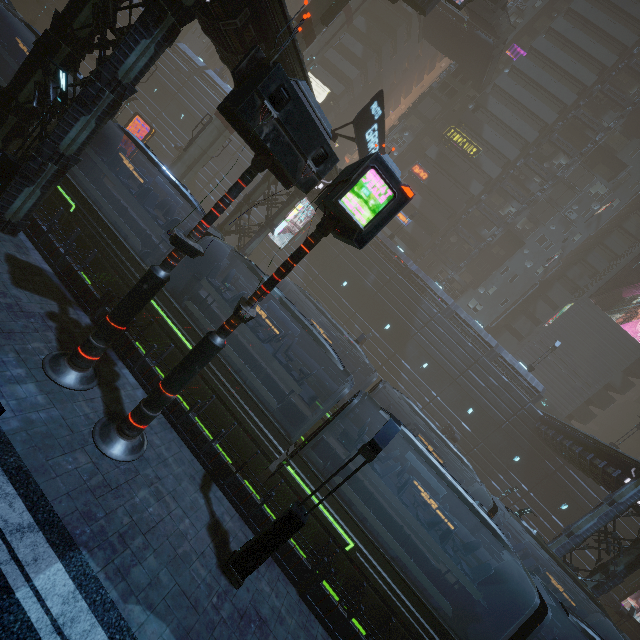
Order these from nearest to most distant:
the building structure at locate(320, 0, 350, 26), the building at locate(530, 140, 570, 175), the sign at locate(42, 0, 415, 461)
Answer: the sign at locate(42, 0, 415, 461), the building structure at locate(320, 0, 350, 26), the building at locate(530, 140, 570, 175)

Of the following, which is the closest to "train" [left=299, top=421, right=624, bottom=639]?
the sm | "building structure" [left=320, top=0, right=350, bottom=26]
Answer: the sm

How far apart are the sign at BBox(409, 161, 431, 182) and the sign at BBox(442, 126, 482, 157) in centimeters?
428cm

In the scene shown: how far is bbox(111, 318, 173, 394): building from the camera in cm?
1054

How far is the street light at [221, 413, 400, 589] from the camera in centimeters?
755cm

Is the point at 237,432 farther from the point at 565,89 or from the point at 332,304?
the point at 565,89

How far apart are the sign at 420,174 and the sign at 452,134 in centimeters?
428cm

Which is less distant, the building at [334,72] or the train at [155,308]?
the train at [155,308]
